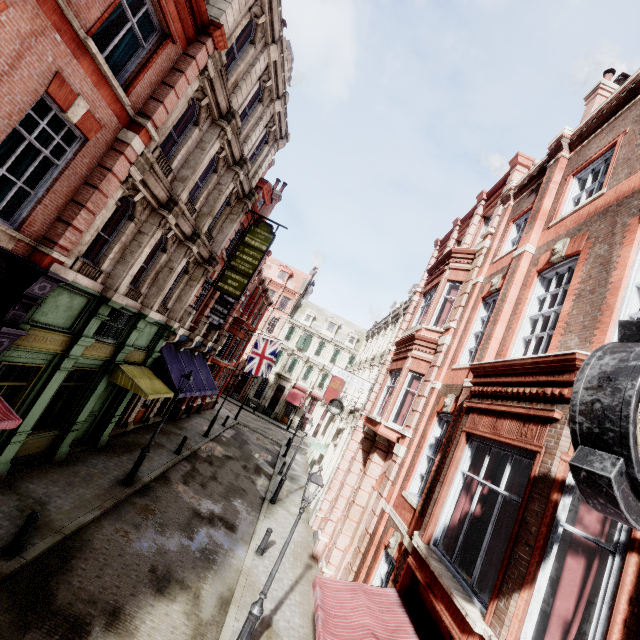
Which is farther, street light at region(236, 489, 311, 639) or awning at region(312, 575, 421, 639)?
street light at region(236, 489, 311, 639)

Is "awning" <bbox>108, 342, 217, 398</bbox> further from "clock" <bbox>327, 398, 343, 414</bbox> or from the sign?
"clock" <bbox>327, 398, 343, 414</bbox>

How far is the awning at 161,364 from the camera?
12.4 meters

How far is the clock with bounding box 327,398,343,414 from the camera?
20.4 meters

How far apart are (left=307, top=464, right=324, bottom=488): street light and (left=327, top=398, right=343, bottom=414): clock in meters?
12.1

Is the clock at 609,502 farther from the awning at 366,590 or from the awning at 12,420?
the awning at 12,420

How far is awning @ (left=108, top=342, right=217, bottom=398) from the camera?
12.4m

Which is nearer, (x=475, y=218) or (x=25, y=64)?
(x=25, y=64)
